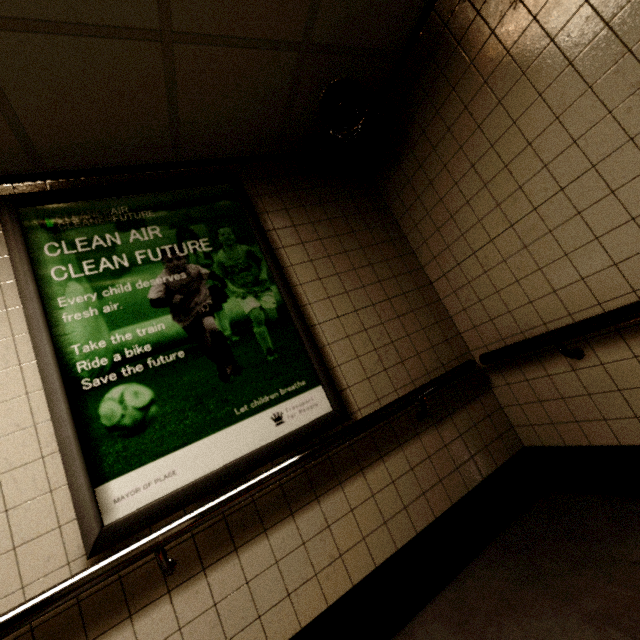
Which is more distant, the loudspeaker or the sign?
the loudspeaker

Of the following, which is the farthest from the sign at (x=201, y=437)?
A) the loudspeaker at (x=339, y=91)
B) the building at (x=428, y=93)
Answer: the loudspeaker at (x=339, y=91)

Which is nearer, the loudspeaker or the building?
the building

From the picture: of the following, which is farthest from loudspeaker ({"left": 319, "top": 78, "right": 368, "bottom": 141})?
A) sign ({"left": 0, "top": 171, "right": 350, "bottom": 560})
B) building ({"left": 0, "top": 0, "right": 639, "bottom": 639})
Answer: sign ({"left": 0, "top": 171, "right": 350, "bottom": 560})

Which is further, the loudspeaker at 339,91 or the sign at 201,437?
the loudspeaker at 339,91

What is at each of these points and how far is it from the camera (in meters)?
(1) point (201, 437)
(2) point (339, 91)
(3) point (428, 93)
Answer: (1) sign, 1.56
(2) loudspeaker, 1.96
(3) building, 2.01

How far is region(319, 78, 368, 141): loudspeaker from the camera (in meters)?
1.92
